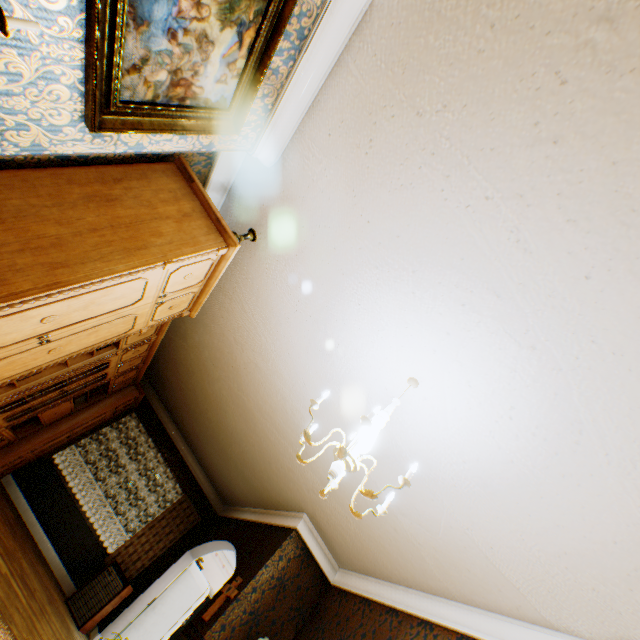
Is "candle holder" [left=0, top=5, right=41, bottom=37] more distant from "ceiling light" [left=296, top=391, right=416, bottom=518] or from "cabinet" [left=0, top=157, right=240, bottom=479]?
"ceiling light" [left=296, top=391, right=416, bottom=518]

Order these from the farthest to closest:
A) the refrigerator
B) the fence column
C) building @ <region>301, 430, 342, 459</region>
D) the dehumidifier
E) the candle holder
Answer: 1. the fence column
2. the refrigerator
3. the dehumidifier
4. building @ <region>301, 430, 342, 459</region>
5. the candle holder

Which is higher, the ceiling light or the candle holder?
the ceiling light

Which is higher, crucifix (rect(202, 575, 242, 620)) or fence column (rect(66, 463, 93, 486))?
crucifix (rect(202, 575, 242, 620))

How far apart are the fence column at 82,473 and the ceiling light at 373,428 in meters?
23.5 m

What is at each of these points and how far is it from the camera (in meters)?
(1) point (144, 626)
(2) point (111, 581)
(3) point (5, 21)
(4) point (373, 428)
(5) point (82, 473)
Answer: (1) refrigerator, 6.57
(2) dehumidifier, 6.27
(3) candle holder, 0.98
(4) ceiling light, 2.33
(5) fence column, 19.36

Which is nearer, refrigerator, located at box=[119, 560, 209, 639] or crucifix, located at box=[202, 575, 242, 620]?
crucifix, located at box=[202, 575, 242, 620]

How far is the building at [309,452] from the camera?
3.9 meters
